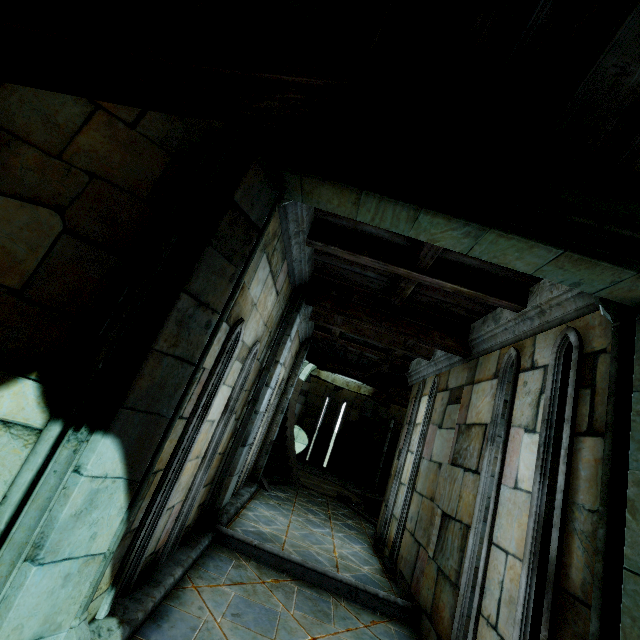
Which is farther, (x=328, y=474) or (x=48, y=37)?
(x=328, y=474)

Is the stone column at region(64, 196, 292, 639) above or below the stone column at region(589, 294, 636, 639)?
below

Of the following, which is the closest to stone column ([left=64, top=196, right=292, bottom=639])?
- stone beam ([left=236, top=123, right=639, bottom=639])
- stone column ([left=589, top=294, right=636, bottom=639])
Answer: stone beam ([left=236, top=123, right=639, bottom=639])

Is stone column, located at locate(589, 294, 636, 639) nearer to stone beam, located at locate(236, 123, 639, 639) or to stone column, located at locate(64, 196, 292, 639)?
stone beam, located at locate(236, 123, 639, 639)

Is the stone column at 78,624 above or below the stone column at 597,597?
below

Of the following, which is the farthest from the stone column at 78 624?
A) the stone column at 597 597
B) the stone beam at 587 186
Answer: the stone column at 597 597

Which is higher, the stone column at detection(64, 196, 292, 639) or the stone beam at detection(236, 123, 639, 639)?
the stone beam at detection(236, 123, 639, 639)
